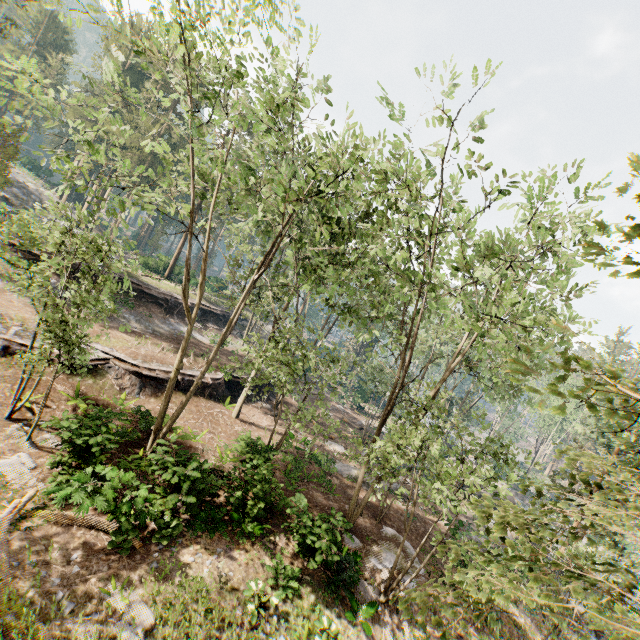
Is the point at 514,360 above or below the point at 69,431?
above

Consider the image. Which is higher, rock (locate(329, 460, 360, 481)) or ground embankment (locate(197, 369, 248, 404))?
ground embankment (locate(197, 369, 248, 404))

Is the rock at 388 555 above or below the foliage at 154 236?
below

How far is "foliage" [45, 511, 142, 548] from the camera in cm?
1048

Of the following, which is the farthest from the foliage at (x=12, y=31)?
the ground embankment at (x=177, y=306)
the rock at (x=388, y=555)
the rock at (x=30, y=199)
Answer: the ground embankment at (x=177, y=306)

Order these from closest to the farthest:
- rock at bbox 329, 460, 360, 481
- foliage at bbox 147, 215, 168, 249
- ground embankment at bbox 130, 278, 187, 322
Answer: foliage at bbox 147, 215, 168, 249 → rock at bbox 329, 460, 360, 481 → ground embankment at bbox 130, 278, 187, 322

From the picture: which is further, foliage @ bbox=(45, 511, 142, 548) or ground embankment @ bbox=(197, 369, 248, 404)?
ground embankment @ bbox=(197, 369, 248, 404)
